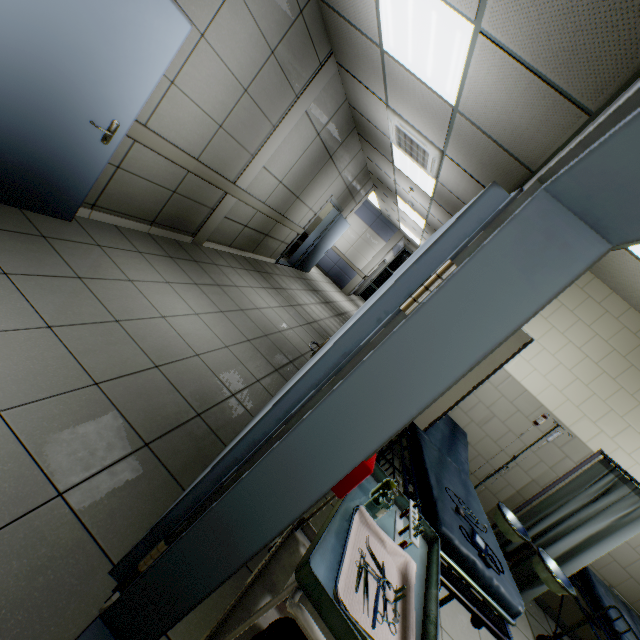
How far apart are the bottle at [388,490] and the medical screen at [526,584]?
2.99m

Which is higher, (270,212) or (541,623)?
(270,212)

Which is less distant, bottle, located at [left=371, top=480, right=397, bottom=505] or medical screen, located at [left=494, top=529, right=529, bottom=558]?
bottle, located at [left=371, top=480, right=397, bottom=505]

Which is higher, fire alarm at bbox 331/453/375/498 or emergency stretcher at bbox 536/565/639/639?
fire alarm at bbox 331/453/375/498

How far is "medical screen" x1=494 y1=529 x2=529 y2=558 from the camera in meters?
3.6

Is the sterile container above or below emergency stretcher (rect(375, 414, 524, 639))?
below

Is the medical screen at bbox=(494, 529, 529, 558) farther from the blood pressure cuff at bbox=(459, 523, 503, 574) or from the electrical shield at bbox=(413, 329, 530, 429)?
the electrical shield at bbox=(413, 329, 530, 429)

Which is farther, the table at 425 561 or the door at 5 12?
the door at 5 12
